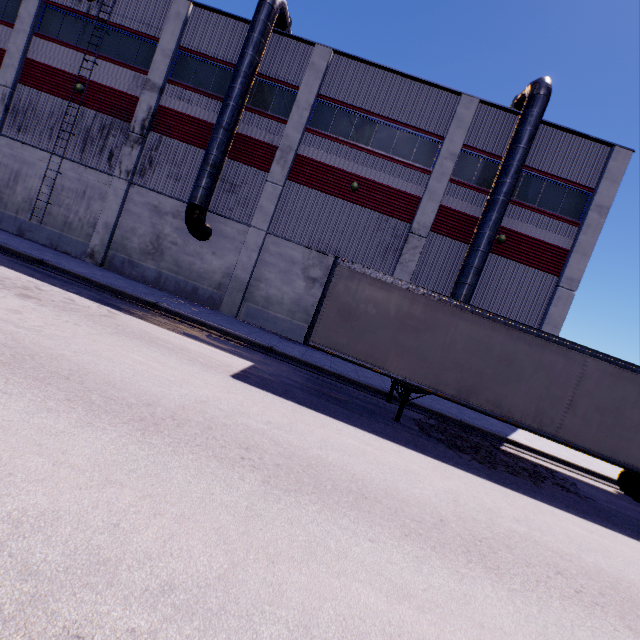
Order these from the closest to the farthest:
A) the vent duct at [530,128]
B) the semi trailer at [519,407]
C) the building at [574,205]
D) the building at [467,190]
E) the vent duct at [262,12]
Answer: the semi trailer at [519,407], the vent duct at [530,128], the vent duct at [262,12], the building at [574,205], the building at [467,190]

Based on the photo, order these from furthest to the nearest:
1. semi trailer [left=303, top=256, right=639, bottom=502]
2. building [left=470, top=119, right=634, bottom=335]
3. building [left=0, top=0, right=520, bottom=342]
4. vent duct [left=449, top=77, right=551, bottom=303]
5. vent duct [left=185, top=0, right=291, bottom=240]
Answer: building [left=0, top=0, right=520, bottom=342], building [left=470, top=119, right=634, bottom=335], vent duct [left=185, top=0, right=291, bottom=240], vent duct [left=449, top=77, right=551, bottom=303], semi trailer [left=303, top=256, right=639, bottom=502]

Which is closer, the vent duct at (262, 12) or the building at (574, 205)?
the vent duct at (262, 12)

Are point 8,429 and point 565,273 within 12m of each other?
no

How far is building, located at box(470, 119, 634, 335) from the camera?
16.12m

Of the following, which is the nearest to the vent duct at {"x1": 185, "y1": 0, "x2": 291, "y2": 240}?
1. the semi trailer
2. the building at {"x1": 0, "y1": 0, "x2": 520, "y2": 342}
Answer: the building at {"x1": 0, "y1": 0, "x2": 520, "y2": 342}

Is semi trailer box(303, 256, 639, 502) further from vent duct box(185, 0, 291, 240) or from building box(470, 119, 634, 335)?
vent duct box(185, 0, 291, 240)

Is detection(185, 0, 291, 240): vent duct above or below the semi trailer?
above
